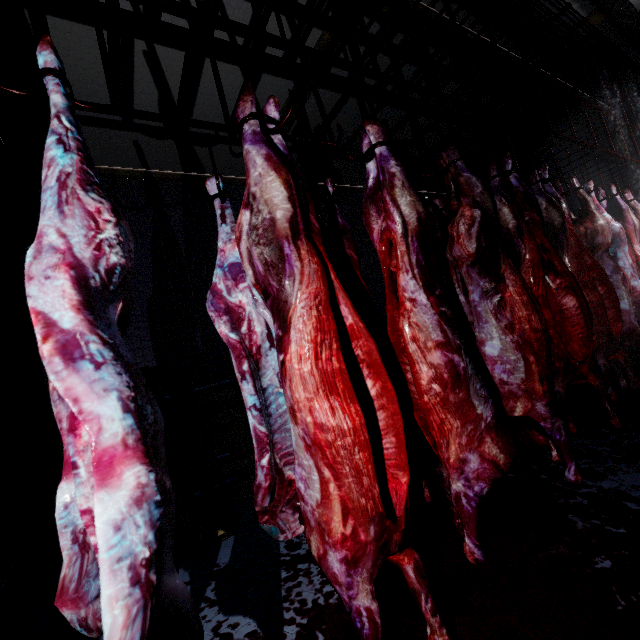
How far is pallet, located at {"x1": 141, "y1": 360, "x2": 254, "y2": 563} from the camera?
2.10m

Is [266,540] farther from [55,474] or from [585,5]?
[585,5]

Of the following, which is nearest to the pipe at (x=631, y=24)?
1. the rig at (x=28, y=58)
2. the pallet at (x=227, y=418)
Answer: the rig at (x=28, y=58)

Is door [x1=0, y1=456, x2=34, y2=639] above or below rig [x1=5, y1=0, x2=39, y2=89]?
below

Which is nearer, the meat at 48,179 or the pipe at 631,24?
the meat at 48,179

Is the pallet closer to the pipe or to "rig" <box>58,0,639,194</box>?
"rig" <box>58,0,639,194</box>

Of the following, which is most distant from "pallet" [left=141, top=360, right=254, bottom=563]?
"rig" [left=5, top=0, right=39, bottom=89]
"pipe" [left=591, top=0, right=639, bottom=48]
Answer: "pipe" [left=591, top=0, right=639, bottom=48]

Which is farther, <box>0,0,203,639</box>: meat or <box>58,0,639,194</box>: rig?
<box>58,0,639,194</box>: rig
